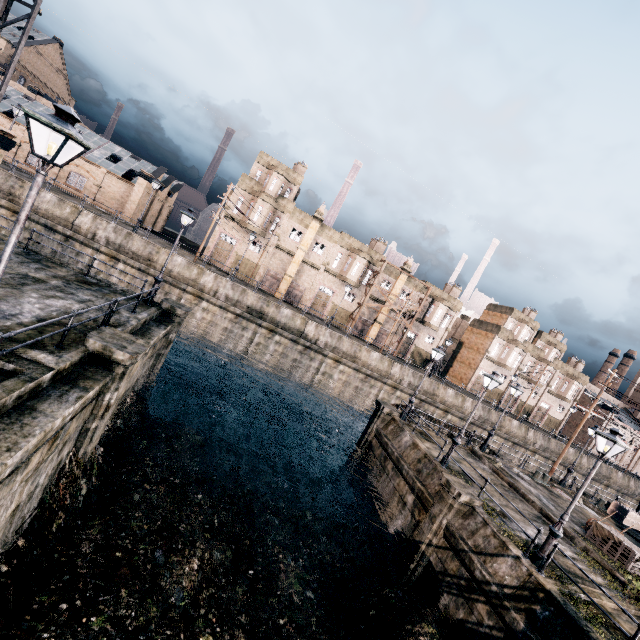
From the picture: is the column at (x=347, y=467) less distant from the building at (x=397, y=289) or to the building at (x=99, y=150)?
the building at (x=397, y=289)

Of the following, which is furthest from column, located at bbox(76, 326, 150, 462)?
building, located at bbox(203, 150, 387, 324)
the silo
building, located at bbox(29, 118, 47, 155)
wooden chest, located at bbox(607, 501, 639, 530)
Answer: wooden chest, located at bbox(607, 501, 639, 530)

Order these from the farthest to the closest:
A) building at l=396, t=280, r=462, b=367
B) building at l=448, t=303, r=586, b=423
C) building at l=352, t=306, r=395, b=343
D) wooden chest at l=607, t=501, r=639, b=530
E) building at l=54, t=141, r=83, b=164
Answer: building at l=448, t=303, r=586, b=423, building at l=396, t=280, r=462, b=367, building at l=352, t=306, r=395, b=343, building at l=54, t=141, r=83, b=164, wooden chest at l=607, t=501, r=639, b=530

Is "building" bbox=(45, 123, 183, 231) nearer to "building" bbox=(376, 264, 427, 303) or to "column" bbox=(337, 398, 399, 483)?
Result: "building" bbox=(376, 264, 427, 303)

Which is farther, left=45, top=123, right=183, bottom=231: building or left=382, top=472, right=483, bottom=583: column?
left=45, top=123, right=183, bottom=231: building

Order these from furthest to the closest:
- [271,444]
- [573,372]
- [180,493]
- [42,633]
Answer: [573,372] → [271,444] → [180,493] → [42,633]

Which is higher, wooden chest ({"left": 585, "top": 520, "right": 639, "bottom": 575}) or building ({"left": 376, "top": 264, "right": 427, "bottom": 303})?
building ({"left": 376, "top": 264, "right": 427, "bottom": 303})
